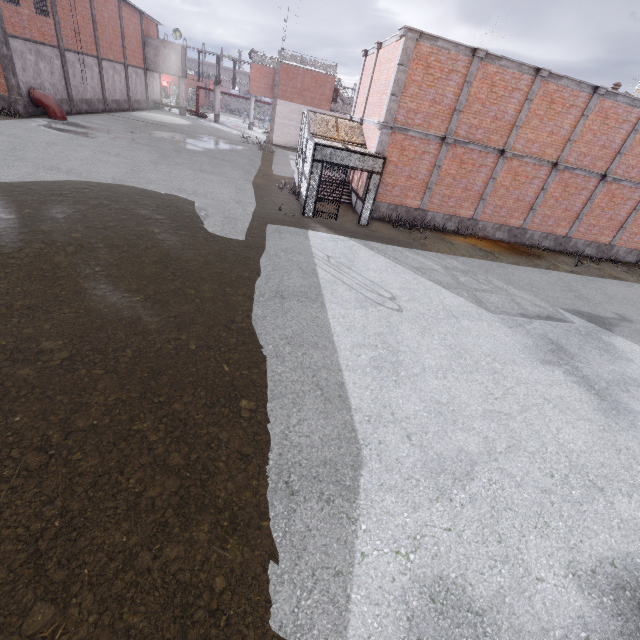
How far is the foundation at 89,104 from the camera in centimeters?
2542cm

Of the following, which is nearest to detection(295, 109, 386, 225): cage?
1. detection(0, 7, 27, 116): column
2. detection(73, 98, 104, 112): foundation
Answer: detection(73, 98, 104, 112): foundation

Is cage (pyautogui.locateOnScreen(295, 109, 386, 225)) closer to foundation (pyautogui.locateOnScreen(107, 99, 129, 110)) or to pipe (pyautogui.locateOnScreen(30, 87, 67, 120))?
foundation (pyautogui.locateOnScreen(107, 99, 129, 110))

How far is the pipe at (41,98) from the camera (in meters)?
20.42

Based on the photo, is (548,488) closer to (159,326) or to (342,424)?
(342,424)

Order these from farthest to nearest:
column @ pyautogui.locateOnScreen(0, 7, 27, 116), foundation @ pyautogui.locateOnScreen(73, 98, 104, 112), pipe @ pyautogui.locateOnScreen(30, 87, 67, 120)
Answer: foundation @ pyautogui.locateOnScreen(73, 98, 104, 112) < pipe @ pyautogui.locateOnScreen(30, 87, 67, 120) < column @ pyautogui.locateOnScreen(0, 7, 27, 116)

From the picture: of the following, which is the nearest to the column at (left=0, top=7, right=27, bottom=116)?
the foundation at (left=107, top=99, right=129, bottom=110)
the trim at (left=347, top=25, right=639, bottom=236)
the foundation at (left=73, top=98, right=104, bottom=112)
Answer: the foundation at (left=73, top=98, right=104, bottom=112)

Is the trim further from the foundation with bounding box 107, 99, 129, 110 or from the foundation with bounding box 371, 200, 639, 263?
the foundation with bounding box 107, 99, 129, 110
